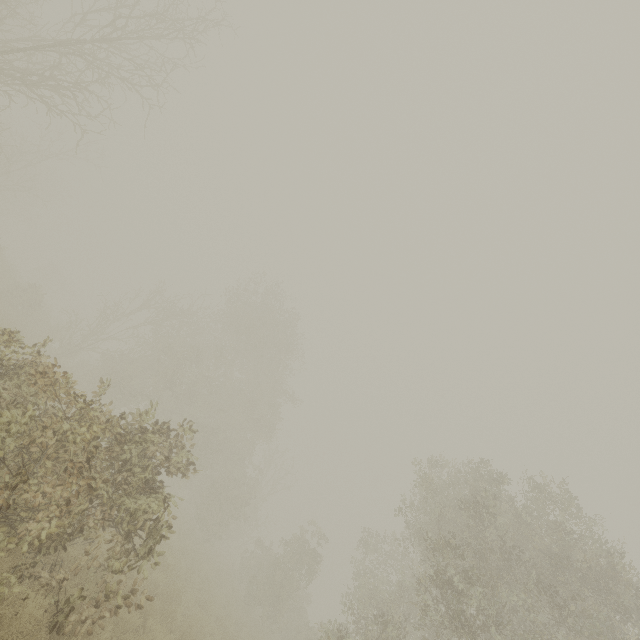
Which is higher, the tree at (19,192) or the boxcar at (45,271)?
the tree at (19,192)

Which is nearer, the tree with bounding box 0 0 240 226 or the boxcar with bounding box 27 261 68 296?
the tree with bounding box 0 0 240 226

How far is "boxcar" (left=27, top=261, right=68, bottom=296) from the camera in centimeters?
5459cm

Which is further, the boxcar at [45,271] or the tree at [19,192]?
the boxcar at [45,271]

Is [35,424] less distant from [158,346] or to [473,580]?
[473,580]

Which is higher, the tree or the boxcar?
the tree
